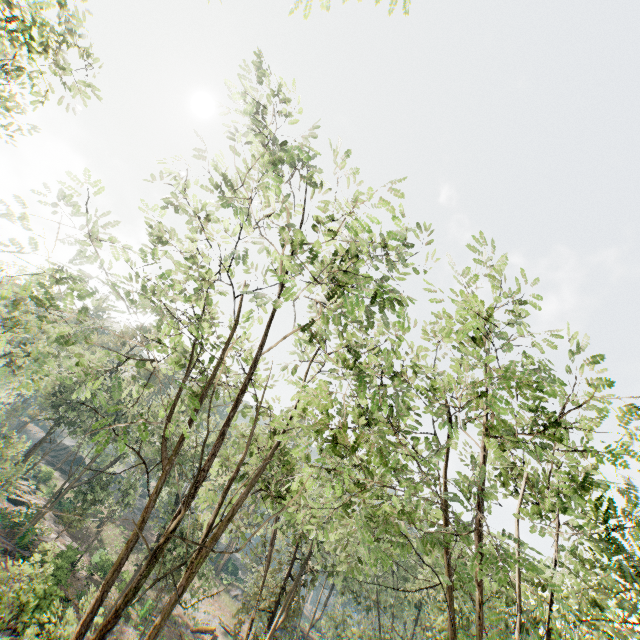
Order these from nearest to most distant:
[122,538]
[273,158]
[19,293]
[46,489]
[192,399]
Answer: [273,158], [192,399], [19,293], [122,538], [46,489]

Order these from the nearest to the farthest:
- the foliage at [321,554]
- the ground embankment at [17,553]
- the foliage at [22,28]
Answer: the foliage at [321,554], the foliage at [22,28], the ground embankment at [17,553]

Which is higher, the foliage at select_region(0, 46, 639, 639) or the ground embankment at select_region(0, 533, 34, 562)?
the foliage at select_region(0, 46, 639, 639)

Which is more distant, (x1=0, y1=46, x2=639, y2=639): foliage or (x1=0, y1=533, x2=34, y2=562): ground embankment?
(x1=0, y1=533, x2=34, y2=562): ground embankment

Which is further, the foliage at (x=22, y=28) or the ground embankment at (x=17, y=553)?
the ground embankment at (x=17, y=553)

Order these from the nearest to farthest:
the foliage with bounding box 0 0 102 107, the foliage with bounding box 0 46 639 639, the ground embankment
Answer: the foliage with bounding box 0 46 639 639, the foliage with bounding box 0 0 102 107, the ground embankment

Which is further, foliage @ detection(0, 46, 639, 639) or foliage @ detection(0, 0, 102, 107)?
foliage @ detection(0, 0, 102, 107)
